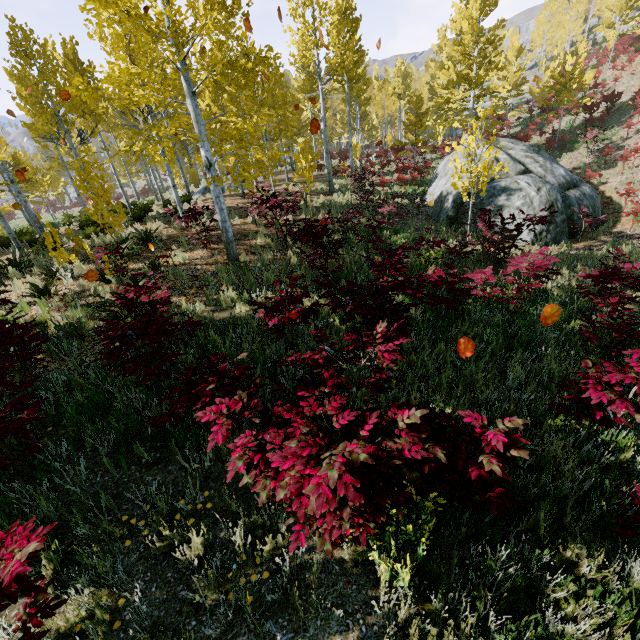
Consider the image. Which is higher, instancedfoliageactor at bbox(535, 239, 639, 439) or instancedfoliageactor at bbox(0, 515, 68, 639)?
instancedfoliageactor at bbox(0, 515, 68, 639)

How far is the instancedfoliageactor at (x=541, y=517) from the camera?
2.8 meters

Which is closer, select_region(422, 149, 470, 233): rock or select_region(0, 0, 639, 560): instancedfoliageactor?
select_region(0, 0, 639, 560): instancedfoliageactor

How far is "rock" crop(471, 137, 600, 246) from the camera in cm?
1253

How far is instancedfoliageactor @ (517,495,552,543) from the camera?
2.8m

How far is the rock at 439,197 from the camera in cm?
1387

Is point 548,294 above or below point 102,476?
below
